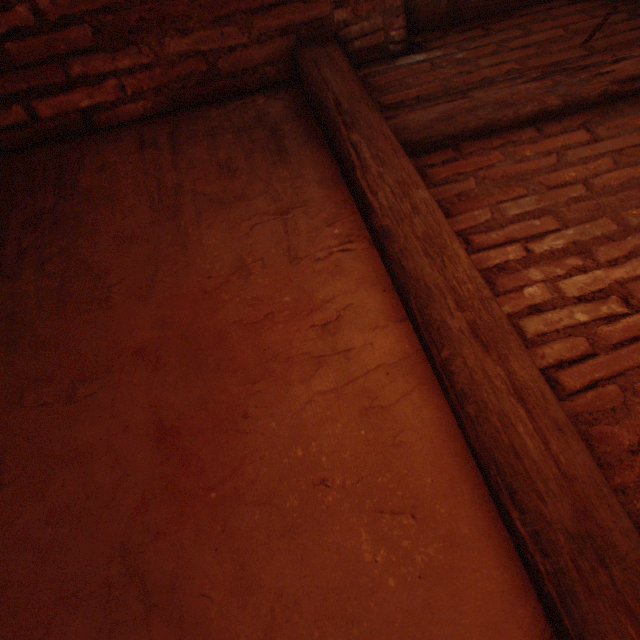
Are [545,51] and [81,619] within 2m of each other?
no
